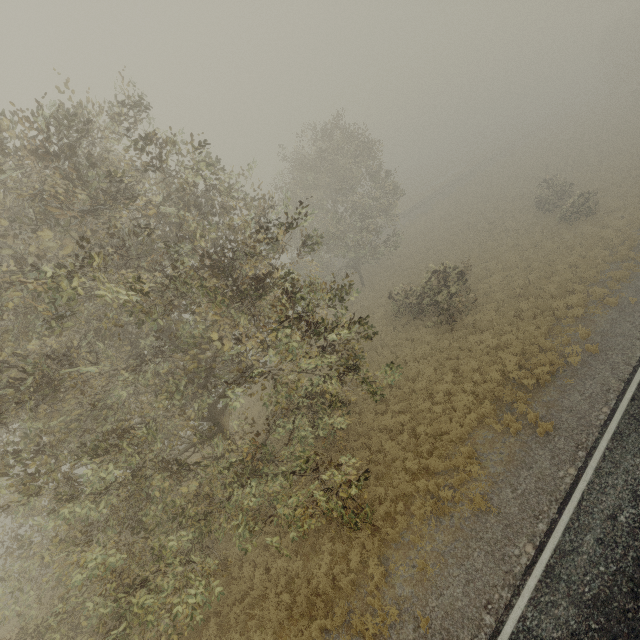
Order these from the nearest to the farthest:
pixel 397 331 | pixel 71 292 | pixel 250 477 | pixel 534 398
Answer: pixel 71 292
pixel 250 477
pixel 534 398
pixel 397 331
